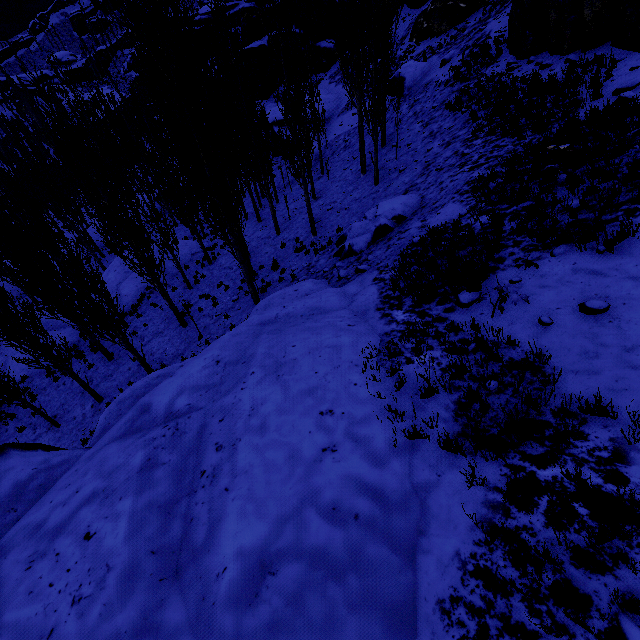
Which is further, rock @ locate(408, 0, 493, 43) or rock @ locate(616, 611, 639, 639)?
rock @ locate(408, 0, 493, 43)

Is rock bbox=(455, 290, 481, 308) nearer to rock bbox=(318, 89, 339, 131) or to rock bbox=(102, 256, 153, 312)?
rock bbox=(102, 256, 153, 312)

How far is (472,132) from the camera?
12.79m

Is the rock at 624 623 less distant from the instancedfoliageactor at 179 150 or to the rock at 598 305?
the instancedfoliageactor at 179 150

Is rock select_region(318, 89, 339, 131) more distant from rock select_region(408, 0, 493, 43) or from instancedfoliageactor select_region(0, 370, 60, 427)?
rock select_region(408, 0, 493, 43)

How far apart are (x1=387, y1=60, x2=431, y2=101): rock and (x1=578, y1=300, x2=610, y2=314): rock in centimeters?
2260cm

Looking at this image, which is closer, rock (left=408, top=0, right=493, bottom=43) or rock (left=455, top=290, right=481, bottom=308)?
rock (left=455, top=290, right=481, bottom=308)

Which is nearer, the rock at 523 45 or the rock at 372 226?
the rock at 523 45
